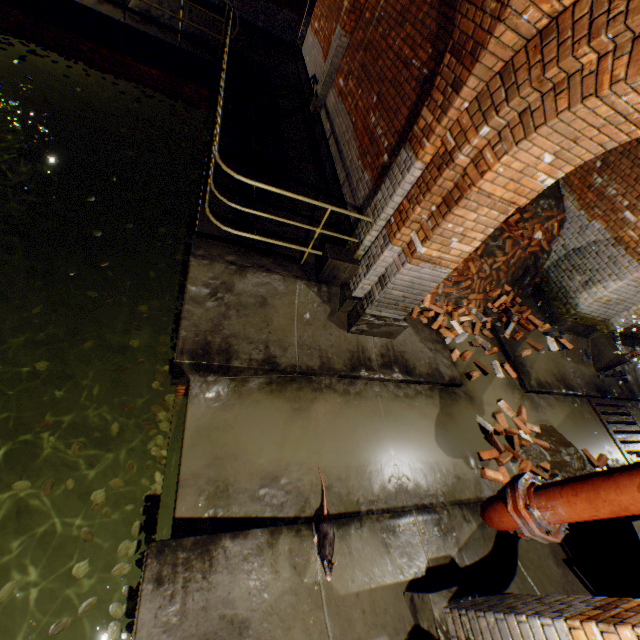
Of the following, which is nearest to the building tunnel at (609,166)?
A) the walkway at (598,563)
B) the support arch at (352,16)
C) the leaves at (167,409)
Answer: the walkway at (598,563)

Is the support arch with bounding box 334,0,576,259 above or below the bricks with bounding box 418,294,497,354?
above

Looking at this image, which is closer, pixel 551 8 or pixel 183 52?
pixel 551 8

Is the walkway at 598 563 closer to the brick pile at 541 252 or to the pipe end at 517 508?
the pipe end at 517 508

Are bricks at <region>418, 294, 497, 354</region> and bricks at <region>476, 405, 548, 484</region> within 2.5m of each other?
yes

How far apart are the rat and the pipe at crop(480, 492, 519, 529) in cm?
123

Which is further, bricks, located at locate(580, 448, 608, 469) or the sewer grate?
the sewer grate

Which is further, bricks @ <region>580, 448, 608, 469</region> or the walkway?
bricks @ <region>580, 448, 608, 469</region>
